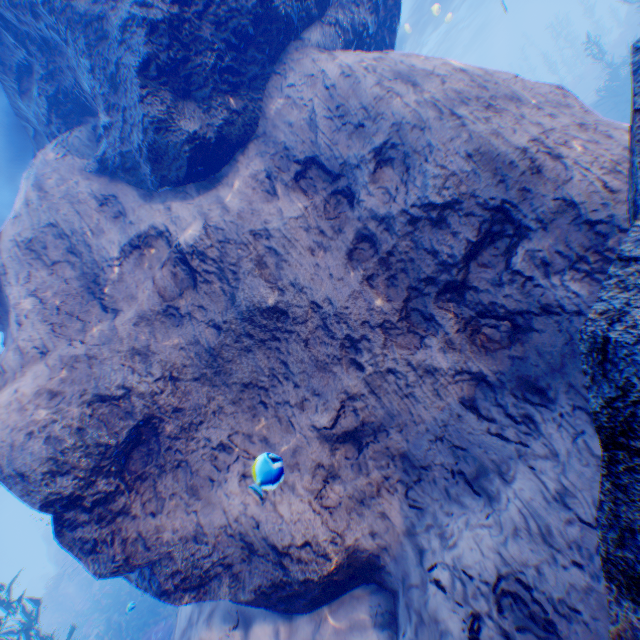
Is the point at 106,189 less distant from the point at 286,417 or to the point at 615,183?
the point at 286,417

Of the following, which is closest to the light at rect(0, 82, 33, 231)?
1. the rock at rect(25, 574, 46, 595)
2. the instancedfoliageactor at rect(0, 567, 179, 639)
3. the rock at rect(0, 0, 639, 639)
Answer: the rock at rect(0, 0, 639, 639)

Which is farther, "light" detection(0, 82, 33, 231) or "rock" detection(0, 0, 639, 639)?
"light" detection(0, 82, 33, 231)

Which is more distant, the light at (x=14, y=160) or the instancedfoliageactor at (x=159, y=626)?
the instancedfoliageactor at (x=159, y=626)

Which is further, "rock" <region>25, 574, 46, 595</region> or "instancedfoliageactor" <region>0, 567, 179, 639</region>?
"rock" <region>25, 574, 46, 595</region>

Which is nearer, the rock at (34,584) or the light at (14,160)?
the light at (14,160)

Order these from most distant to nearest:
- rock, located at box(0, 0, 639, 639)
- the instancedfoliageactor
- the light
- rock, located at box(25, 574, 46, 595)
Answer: rock, located at box(25, 574, 46, 595) → the instancedfoliageactor → the light → rock, located at box(0, 0, 639, 639)
